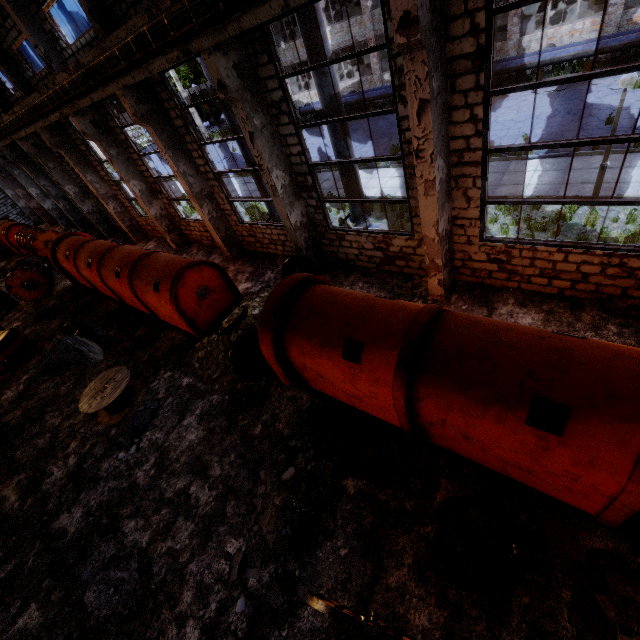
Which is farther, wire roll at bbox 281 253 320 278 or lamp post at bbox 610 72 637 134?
wire roll at bbox 281 253 320 278

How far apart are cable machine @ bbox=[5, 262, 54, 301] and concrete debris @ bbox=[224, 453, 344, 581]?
17.9 meters

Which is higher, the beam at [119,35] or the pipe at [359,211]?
the beam at [119,35]

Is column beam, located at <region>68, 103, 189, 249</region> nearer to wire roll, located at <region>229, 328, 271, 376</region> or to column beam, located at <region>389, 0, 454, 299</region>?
wire roll, located at <region>229, 328, 271, 376</region>

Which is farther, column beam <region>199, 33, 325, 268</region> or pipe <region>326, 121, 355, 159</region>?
pipe <region>326, 121, 355, 159</region>

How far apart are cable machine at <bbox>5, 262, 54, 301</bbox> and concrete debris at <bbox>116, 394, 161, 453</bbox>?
12.76m

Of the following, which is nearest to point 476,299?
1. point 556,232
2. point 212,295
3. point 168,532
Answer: point 556,232

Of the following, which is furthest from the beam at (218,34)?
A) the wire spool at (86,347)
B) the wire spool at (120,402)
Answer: the wire spool at (120,402)
